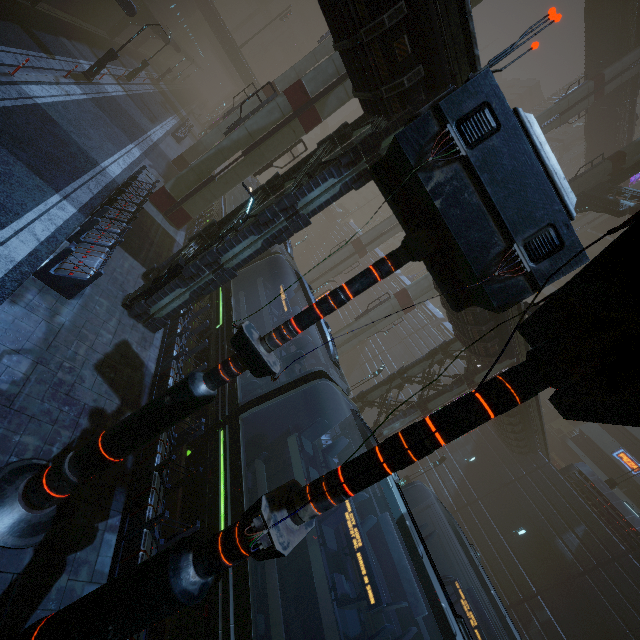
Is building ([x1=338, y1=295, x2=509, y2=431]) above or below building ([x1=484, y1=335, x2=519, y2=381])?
below

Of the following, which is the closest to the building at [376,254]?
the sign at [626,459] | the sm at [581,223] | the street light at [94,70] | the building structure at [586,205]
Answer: the sign at [626,459]

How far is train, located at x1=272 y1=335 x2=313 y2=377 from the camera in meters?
10.4 m

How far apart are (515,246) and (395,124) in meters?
7.1

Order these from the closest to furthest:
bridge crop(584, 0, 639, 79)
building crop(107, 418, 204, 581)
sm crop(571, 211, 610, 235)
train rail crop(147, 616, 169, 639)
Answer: building crop(107, 418, 204, 581) → train rail crop(147, 616, 169, 639) → bridge crop(584, 0, 639, 79) → sm crop(571, 211, 610, 235)

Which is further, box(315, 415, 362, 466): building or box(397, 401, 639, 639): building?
box(397, 401, 639, 639): building

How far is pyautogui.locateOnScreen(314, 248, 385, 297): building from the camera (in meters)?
52.50

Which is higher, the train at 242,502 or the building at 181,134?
the train at 242,502
